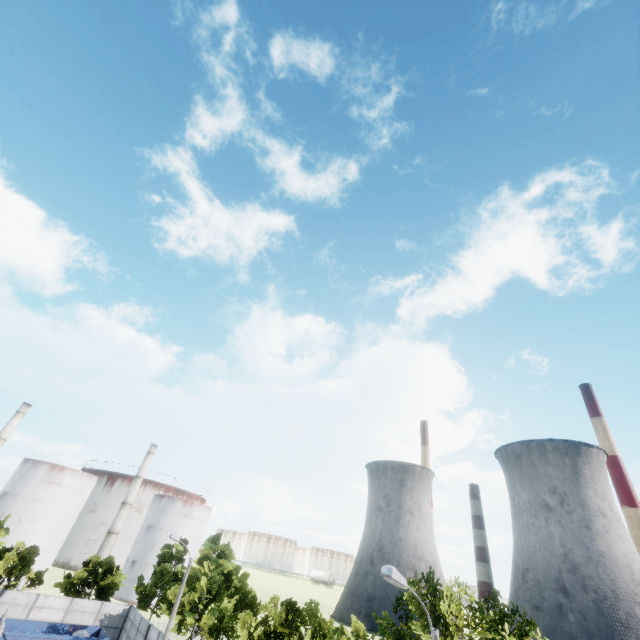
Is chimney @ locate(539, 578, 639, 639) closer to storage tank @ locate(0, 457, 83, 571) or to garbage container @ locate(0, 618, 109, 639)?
garbage container @ locate(0, 618, 109, 639)

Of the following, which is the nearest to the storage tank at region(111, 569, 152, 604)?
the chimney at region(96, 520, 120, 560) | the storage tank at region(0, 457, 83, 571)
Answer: the chimney at region(96, 520, 120, 560)

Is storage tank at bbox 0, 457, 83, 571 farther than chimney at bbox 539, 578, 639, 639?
No

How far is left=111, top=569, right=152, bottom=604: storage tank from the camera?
57.38m

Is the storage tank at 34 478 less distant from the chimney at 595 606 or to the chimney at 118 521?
the chimney at 118 521

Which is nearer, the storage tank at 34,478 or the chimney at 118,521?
the storage tank at 34,478

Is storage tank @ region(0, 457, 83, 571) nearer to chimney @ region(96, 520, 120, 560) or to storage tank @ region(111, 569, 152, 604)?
chimney @ region(96, 520, 120, 560)

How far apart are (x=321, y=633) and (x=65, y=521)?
58.28m
